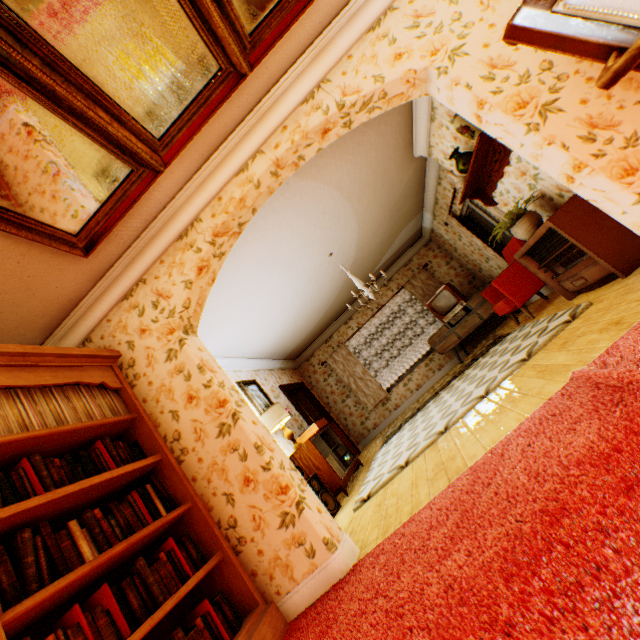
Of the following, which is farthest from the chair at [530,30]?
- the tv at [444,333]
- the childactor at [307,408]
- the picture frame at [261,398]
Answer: the childactor at [307,408]

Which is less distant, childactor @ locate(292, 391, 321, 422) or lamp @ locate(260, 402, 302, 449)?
lamp @ locate(260, 402, 302, 449)

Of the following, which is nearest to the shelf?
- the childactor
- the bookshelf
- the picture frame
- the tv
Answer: the tv

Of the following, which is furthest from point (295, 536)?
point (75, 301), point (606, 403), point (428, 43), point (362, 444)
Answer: point (362, 444)

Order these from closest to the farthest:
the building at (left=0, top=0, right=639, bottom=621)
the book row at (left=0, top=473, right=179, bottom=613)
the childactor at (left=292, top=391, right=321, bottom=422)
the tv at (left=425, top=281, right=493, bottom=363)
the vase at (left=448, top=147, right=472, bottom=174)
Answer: the book row at (left=0, top=473, right=179, bottom=613) < the building at (left=0, top=0, right=639, bottom=621) < the vase at (left=448, top=147, right=472, bottom=174) < the tv at (left=425, top=281, right=493, bottom=363) < the childactor at (left=292, top=391, right=321, bottom=422)

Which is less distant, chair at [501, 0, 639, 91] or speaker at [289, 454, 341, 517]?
chair at [501, 0, 639, 91]

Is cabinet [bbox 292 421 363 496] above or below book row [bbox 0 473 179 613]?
below

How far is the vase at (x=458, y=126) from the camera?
3.6m
